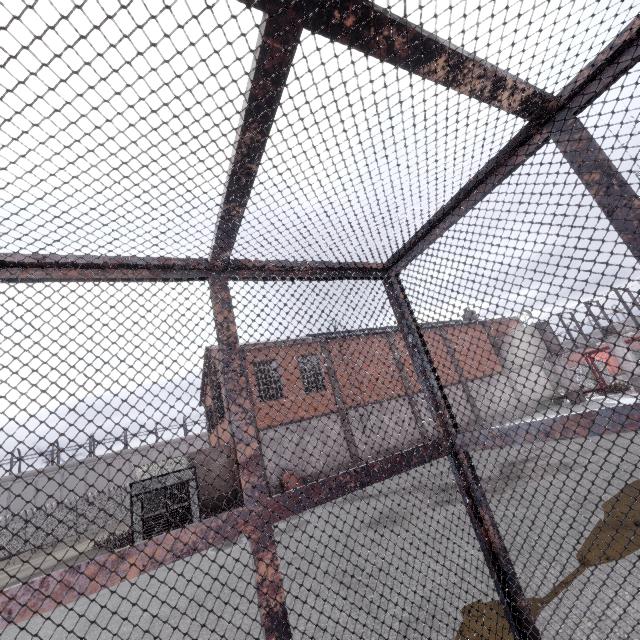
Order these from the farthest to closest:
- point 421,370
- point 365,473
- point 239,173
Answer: point 421,370, point 365,473, point 239,173
